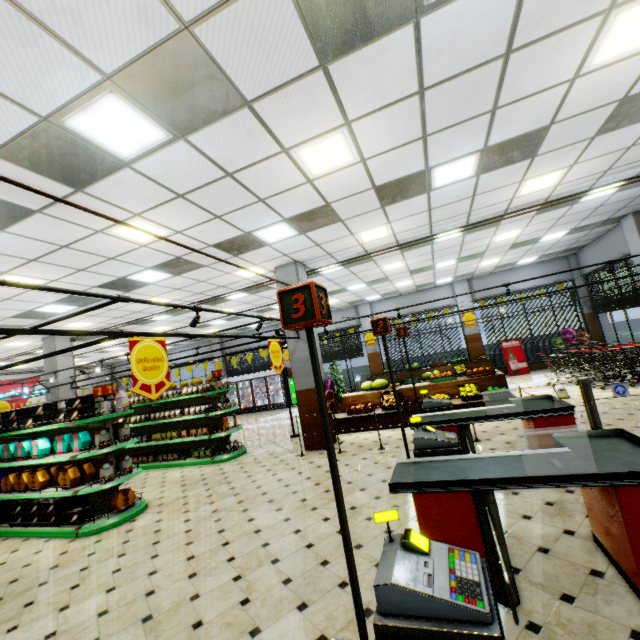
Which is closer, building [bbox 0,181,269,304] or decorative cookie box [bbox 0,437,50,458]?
building [bbox 0,181,269,304]

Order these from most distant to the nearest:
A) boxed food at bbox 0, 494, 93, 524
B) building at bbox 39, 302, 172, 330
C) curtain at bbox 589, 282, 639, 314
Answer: curtain at bbox 589, 282, 639, 314, building at bbox 39, 302, 172, 330, boxed food at bbox 0, 494, 93, 524

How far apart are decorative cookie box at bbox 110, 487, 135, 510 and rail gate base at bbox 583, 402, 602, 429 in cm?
872

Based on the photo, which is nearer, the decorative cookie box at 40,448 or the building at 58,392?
the decorative cookie box at 40,448

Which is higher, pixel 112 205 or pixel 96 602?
pixel 112 205

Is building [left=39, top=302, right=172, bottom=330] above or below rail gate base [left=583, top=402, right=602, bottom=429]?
above

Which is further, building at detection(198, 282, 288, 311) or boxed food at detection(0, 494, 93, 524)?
building at detection(198, 282, 288, 311)

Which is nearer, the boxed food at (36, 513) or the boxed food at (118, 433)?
the boxed food at (36, 513)
